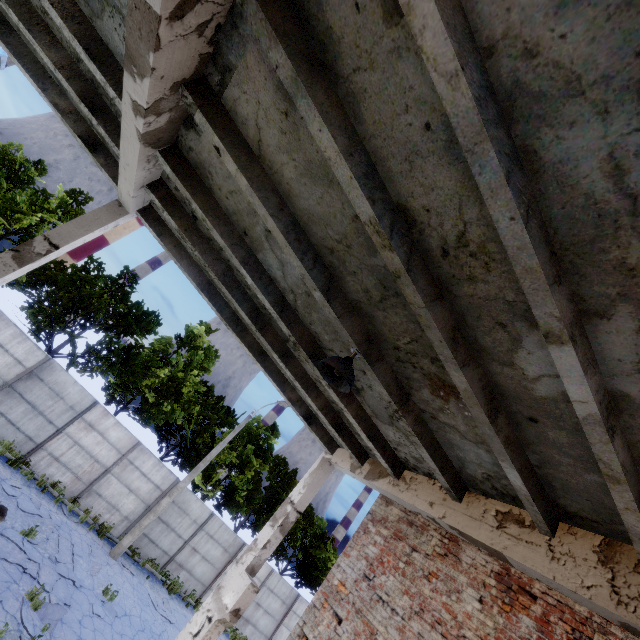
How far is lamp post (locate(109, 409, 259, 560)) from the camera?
14.78m

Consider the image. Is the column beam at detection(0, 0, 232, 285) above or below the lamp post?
above

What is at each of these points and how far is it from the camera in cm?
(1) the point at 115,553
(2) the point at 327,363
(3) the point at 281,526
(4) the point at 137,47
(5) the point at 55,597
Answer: (1) lamp post, 1459
(2) ceiling lamp, 386
(3) column beam, 695
(4) column beam, 264
(5) asphalt debris, 991

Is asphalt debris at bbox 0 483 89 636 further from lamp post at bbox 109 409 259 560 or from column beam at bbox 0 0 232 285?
column beam at bbox 0 0 232 285

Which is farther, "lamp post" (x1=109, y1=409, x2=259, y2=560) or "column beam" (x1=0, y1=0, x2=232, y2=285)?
"lamp post" (x1=109, y1=409, x2=259, y2=560)

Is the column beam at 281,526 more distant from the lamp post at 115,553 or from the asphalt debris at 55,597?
the lamp post at 115,553

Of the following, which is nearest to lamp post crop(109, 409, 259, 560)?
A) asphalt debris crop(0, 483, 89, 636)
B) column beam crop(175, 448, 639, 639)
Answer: asphalt debris crop(0, 483, 89, 636)

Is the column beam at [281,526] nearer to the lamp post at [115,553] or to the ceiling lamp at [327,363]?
the ceiling lamp at [327,363]
